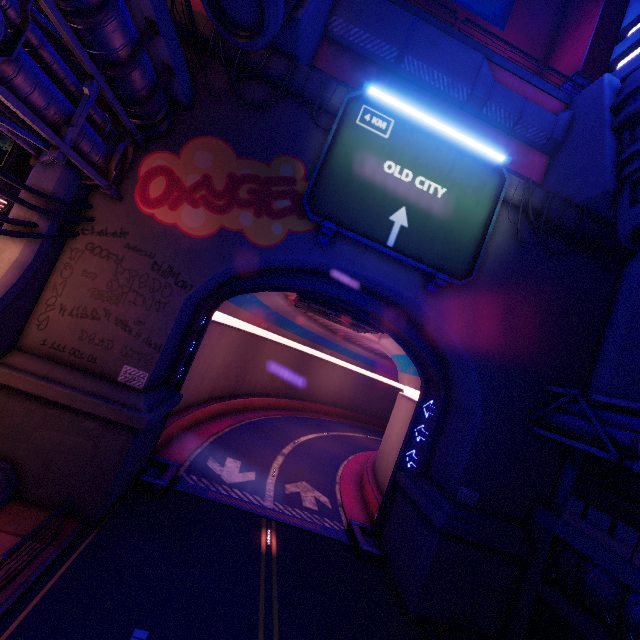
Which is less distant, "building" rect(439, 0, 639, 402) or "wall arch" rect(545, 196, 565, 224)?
"building" rect(439, 0, 639, 402)

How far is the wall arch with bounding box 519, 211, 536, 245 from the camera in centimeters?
1454cm

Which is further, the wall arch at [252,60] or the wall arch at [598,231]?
the wall arch at [598,231]

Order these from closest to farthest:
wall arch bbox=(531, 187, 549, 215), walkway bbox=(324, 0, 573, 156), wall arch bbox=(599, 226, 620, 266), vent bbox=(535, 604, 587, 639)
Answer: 1. vent bbox=(535, 604, 587, 639)
2. wall arch bbox=(531, 187, 549, 215)
3. wall arch bbox=(599, 226, 620, 266)
4. walkway bbox=(324, 0, 573, 156)

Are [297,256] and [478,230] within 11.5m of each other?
yes

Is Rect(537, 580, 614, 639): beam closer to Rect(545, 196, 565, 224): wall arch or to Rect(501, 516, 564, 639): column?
Rect(501, 516, 564, 639): column

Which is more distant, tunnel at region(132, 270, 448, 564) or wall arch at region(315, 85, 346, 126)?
tunnel at region(132, 270, 448, 564)

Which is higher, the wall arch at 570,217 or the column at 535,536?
the wall arch at 570,217
